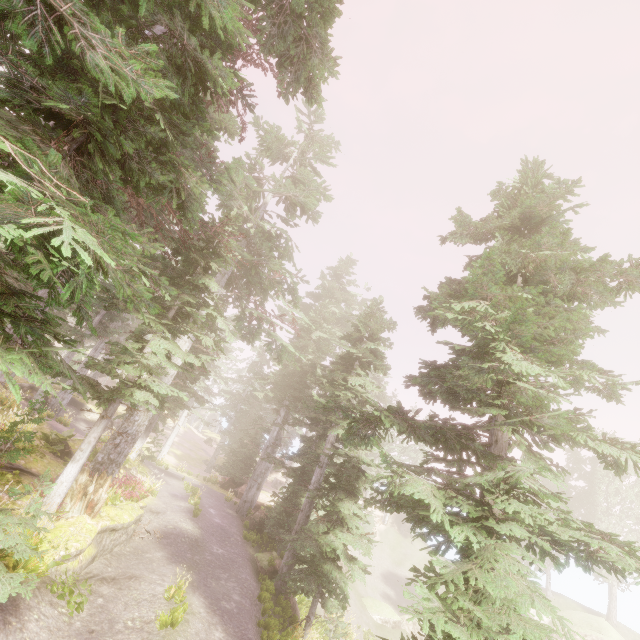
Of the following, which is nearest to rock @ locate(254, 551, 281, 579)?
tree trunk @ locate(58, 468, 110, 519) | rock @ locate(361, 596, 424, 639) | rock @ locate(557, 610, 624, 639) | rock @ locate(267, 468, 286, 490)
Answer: tree trunk @ locate(58, 468, 110, 519)

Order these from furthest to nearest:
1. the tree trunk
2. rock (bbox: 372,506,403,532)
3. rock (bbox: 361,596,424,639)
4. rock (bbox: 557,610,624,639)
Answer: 1. rock (bbox: 372,506,403,532)
2. rock (bbox: 557,610,624,639)
3. rock (bbox: 361,596,424,639)
4. the tree trunk

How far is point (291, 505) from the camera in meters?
18.4 m

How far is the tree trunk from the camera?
9.0m

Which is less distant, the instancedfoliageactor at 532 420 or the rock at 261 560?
the instancedfoliageactor at 532 420

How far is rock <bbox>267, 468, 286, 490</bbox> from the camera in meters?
46.6 m

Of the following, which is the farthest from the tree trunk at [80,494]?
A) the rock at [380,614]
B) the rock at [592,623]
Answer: the rock at [592,623]

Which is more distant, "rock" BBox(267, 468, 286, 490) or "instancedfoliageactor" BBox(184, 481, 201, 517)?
"rock" BBox(267, 468, 286, 490)
